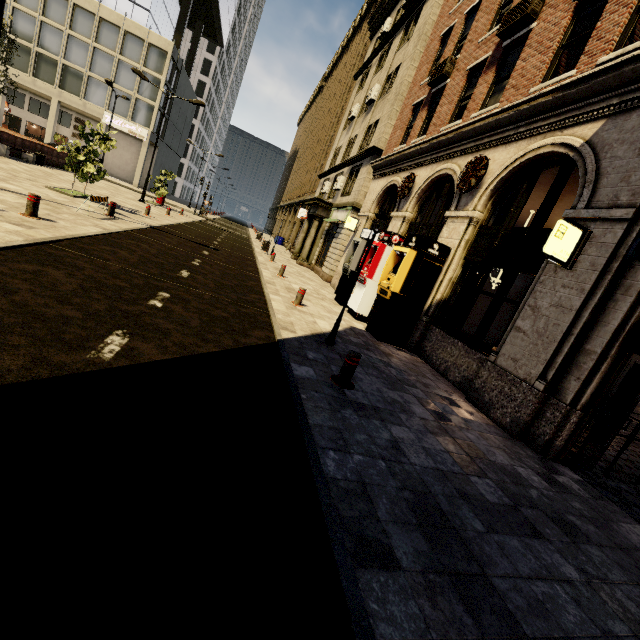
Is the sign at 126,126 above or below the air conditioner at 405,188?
above

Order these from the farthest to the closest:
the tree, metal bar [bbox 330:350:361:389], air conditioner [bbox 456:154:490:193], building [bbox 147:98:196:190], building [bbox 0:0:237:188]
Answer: building [bbox 147:98:196:190] → building [bbox 0:0:237:188] → the tree → air conditioner [bbox 456:154:490:193] → metal bar [bbox 330:350:361:389]

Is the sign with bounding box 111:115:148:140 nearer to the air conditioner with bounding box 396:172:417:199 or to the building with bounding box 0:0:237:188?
the building with bounding box 0:0:237:188

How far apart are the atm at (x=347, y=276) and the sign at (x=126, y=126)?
39.1m

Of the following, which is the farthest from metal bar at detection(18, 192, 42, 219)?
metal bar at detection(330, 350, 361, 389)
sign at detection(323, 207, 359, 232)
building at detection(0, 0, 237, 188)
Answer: sign at detection(323, 207, 359, 232)

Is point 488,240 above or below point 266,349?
above

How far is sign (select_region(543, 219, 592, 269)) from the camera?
5.55m

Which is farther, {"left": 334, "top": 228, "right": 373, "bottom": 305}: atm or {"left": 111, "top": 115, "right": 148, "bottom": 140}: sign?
{"left": 111, "top": 115, "right": 148, "bottom": 140}: sign
